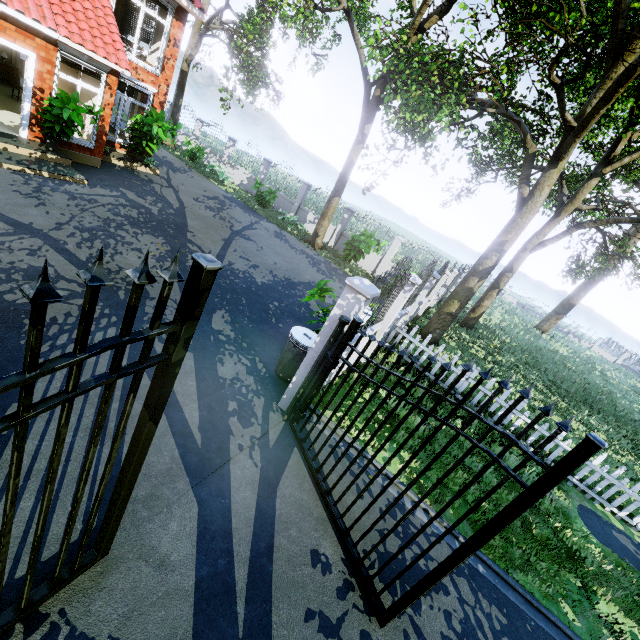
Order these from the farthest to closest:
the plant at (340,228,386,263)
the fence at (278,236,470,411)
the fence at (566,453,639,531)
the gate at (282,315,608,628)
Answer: the plant at (340,228,386,263) → the fence at (566,453,639,531) → the fence at (278,236,470,411) → the gate at (282,315,608,628)

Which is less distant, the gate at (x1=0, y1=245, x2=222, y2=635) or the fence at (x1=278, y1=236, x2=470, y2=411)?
the gate at (x1=0, y1=245, x2=222, y2=635)

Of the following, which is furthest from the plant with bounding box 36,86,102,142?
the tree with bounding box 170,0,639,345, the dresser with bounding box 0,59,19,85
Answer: the dresser with bounding box 0,59,19,85

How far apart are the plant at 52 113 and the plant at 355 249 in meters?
10.3

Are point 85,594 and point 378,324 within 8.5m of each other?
yes

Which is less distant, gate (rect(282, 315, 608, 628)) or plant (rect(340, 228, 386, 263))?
gate (rect(282, 315, 608, 628))

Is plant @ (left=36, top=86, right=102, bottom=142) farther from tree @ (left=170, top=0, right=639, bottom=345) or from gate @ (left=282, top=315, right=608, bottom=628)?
gate @ (left=282, top=315, right=608, bottom=628)

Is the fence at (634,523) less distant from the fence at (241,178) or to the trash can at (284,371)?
the fence at (241,178)
